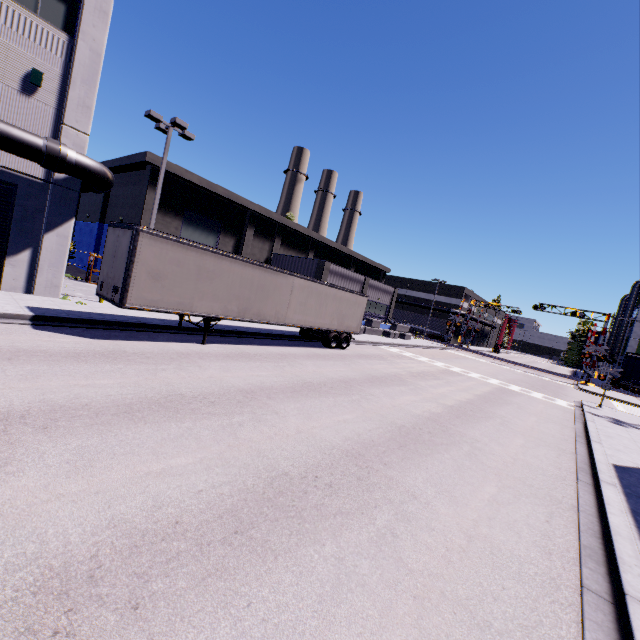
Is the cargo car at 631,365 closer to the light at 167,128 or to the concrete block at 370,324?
the concrete block at 370,324

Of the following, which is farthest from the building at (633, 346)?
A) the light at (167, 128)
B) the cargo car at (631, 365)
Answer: the light at (167, 128)

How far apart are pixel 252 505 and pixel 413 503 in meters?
2.9 m

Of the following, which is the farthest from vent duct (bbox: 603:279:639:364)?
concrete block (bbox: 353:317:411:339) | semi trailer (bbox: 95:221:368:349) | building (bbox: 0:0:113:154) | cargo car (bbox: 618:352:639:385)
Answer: concrete block (bbox: 353:317:411:339)

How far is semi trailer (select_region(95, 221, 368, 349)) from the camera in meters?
11.0 m

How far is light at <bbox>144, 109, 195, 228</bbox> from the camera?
16.1m

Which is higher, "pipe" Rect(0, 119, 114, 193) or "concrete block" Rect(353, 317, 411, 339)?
"pipe" Rect(0, 119, 114, 193)

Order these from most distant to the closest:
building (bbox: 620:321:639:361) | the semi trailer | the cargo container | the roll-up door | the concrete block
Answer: the cargo container < building (bbox: 620:321:639:361) < the concrete block < the roll-up door < the semi trailer
